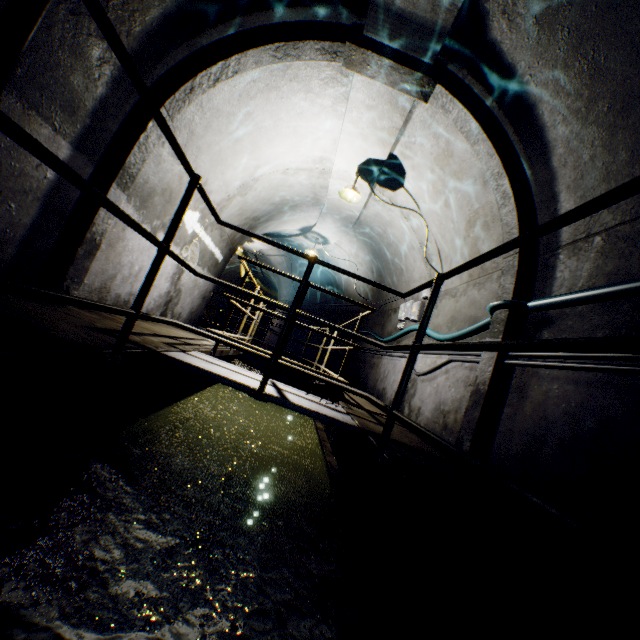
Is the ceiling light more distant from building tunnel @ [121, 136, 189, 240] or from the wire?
the wire

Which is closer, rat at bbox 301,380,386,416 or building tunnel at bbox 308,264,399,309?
rat at bbox 301,380,386,416

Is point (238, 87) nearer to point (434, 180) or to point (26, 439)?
point (434, 180)

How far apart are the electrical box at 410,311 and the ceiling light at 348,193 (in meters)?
2.25

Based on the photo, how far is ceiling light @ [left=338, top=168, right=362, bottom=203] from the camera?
5.5 meters

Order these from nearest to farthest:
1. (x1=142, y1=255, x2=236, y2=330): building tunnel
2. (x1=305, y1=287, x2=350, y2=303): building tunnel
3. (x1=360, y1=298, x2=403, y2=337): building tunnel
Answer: (x1=142, y1=255, x2=236, y2=330): building tunnel < (x1=360, y1=298, x2=403, y2=337): building tunnel < (x1=305, y1=287, x2=350, y2=303): building tunnel

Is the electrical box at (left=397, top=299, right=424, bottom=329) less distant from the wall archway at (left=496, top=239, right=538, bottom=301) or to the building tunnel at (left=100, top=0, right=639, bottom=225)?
the building tunnel at (left=100, top=0, right=639, bottom=225)

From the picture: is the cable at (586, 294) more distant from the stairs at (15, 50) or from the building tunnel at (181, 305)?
the stairs at (15, 50)
